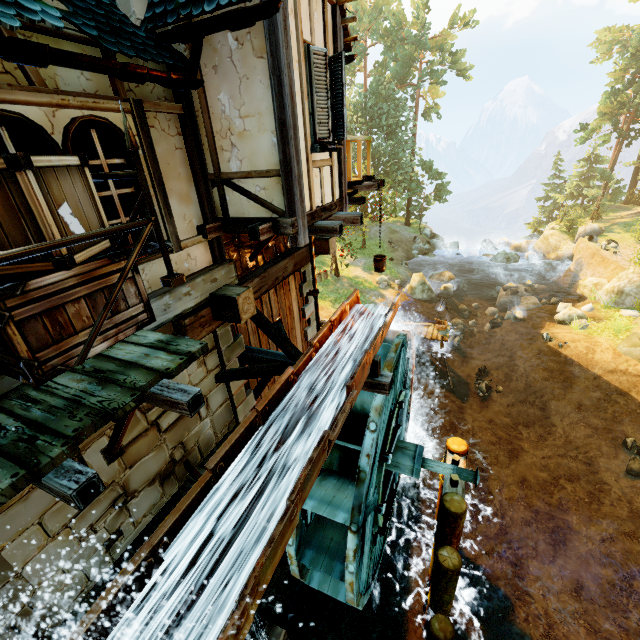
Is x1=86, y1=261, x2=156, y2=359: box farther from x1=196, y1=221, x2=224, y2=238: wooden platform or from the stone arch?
the stone arch

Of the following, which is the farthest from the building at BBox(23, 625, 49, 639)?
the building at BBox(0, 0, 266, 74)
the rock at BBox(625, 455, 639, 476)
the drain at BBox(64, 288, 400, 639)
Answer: the rock at BBox(625, 455, 639, 476)

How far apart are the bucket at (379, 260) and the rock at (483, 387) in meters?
11.6 m

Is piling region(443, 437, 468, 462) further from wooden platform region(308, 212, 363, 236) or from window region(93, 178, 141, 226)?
window region(93, 178, 141, 226)

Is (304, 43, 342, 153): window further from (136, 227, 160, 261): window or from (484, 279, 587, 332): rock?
(484, 279, 587, 332): rock

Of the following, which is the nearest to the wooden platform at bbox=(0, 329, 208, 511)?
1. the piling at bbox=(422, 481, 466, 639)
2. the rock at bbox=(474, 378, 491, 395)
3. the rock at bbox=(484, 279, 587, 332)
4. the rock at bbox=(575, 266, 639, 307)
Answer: the piling at bbox=(422, 481, 466, 639)

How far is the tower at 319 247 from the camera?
8.5 meters

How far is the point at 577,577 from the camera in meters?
9.2 m
